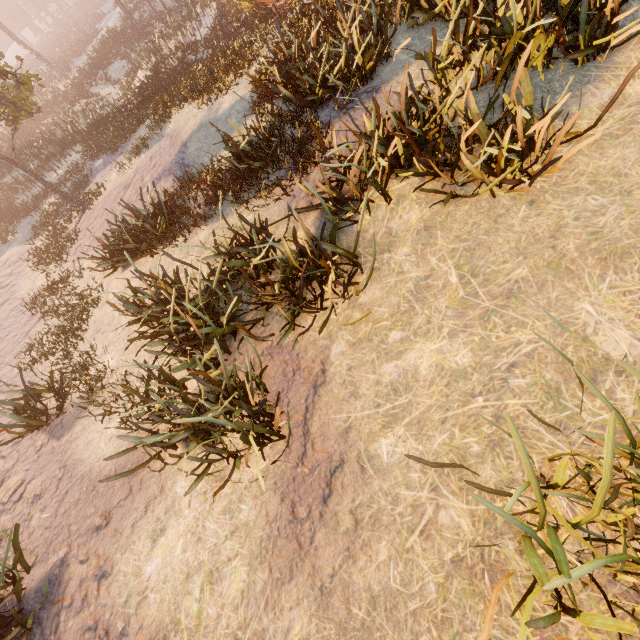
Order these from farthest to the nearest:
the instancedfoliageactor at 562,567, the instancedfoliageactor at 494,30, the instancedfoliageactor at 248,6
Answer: the instancedfoliageactor at 248,6, the instancedfoliageactor at 494,30, the instancedfoliageactor at 562,567

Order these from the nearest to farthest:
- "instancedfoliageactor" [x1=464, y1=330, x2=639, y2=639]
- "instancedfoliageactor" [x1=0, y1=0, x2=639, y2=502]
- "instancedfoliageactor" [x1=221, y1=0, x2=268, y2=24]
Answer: "instancedfoliageactor" [x1=464, y1=330, x2=639, y2=639]
"instancedfoliageactor" [x1=0, y1=0, x2=639, y2=502]
"instancedfoliageactor" [x1=221, y1=0, x2=268, y2=24]

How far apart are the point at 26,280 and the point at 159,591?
12.6 meters

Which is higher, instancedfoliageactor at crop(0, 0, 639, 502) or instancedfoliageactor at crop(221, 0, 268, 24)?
instancedfoliageactor at crop(0, 0, 639, 502)

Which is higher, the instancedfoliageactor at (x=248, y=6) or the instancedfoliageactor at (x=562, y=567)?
the instancedfoliageactor at (x=562, y=567)

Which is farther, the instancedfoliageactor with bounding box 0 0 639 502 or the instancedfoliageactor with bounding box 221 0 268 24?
the instancedfoliageactor with bounding box 221 0 268 24

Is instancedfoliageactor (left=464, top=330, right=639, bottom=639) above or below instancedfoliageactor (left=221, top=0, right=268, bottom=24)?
above

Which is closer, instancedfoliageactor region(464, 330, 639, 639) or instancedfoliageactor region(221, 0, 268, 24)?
instancedfoliageactor region(464, 330, 639, 639)
